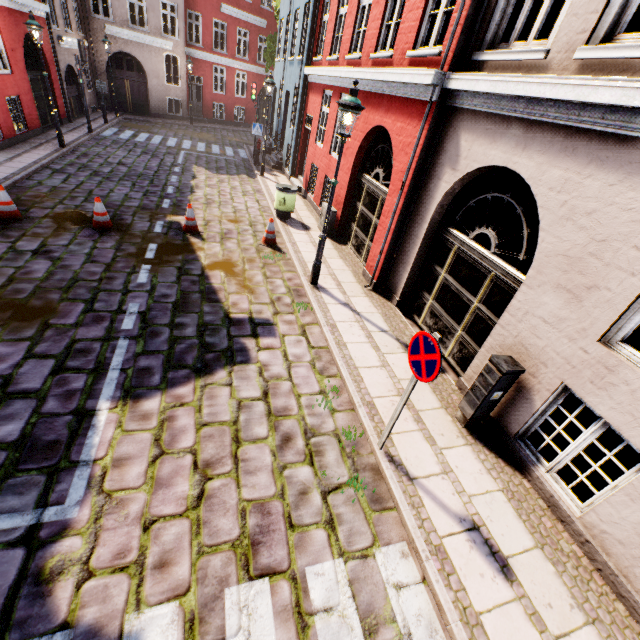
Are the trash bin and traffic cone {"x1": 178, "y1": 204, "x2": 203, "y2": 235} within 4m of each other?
yes

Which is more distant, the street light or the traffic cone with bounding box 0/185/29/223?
the traffic cone with bounding box 0/185/29/223

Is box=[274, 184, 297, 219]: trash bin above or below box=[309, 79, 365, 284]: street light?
below

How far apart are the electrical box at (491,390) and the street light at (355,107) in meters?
4.1 m

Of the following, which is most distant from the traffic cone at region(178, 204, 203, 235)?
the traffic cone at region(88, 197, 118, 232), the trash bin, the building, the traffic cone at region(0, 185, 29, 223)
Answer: Result: the building

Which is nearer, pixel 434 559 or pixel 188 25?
pixel 434 559

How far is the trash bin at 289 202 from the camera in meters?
10.4 m

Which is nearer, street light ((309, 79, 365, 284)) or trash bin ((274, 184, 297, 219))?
street light ((309, 79, 365, 284))
